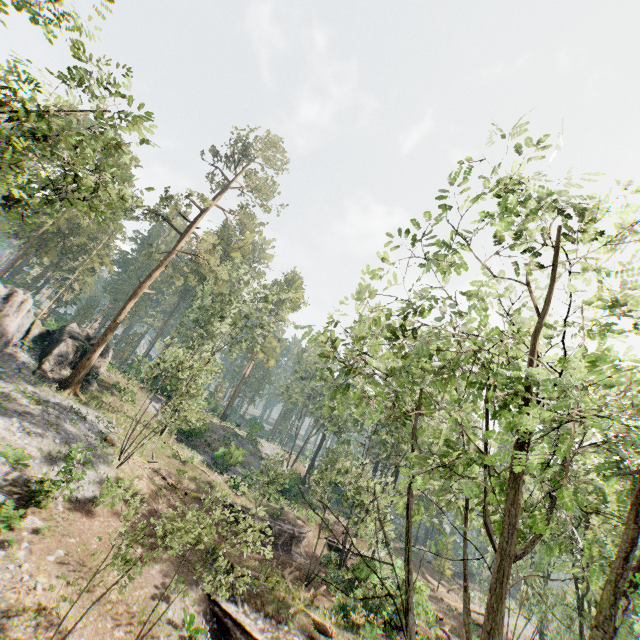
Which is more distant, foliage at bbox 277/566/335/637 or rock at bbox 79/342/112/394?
rock at bbox 79/342/112/394

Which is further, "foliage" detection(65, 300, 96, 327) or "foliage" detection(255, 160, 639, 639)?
"foliage" detection(65, 300, 96, 327)

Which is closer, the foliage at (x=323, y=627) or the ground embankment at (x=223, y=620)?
the ground embankment at (x=223, y=620)

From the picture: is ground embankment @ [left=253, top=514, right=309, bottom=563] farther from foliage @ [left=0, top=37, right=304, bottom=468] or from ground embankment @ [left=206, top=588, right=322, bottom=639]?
ground embankment @ [left=206, top=588, right=322, bottom=639]

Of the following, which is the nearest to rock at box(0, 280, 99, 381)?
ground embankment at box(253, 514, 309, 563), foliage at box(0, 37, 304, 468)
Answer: foliage at box(0, 37, 304, 468)

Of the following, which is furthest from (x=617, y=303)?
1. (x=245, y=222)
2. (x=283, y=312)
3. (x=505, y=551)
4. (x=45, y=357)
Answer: (x=283, y=312)

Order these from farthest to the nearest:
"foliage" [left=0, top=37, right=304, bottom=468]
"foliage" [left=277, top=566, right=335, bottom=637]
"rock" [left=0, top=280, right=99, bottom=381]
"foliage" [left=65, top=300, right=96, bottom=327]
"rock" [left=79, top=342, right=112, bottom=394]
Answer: "foliage" [left=65, top=300, right=96, bottom=327] < "rock" [left=79, top=342, right=112, bottom=394] < "rock" [left=0, top=280, right=99, bottom=381] < "foliage" [left=277, top=566, right=335, bottom=637] < "foliage" [left=0, top=37, right=304, bottom=468]

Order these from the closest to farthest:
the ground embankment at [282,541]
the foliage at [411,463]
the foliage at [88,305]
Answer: the foliage at [411,463]
the ground embankment at [282,541]
the foliage at [88,305]
